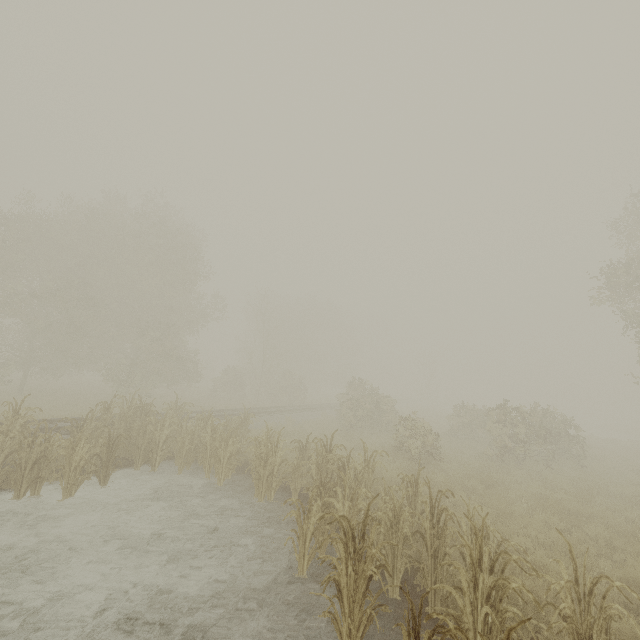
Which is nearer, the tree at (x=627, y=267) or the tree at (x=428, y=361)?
the tree at (x=627, y=267)

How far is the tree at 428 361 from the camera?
48.3m

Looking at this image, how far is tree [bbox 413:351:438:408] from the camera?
48.3 meters

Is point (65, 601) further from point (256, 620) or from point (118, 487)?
point (118, 487)

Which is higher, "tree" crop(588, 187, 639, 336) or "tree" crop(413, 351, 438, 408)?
"tree" crop(588, 187, 639, 336)

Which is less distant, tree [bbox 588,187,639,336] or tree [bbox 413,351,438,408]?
tree [bbox 588,187,639,336]
